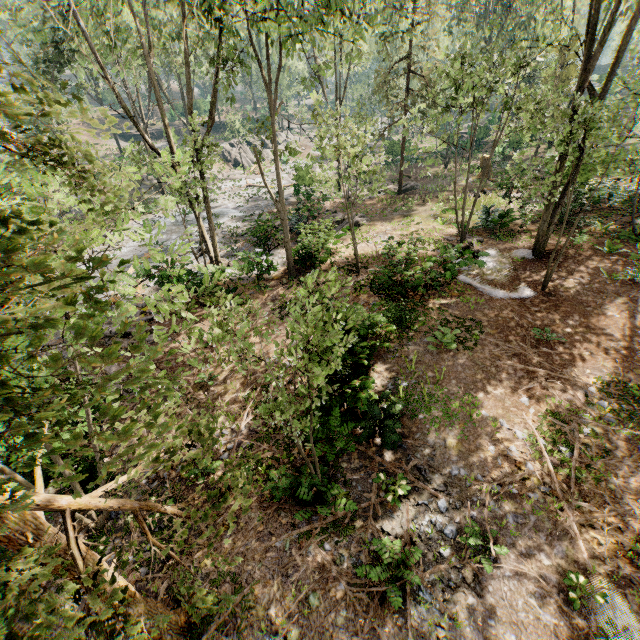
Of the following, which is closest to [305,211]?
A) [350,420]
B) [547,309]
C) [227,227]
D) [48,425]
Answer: [227,227]

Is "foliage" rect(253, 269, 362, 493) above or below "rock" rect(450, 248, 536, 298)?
above

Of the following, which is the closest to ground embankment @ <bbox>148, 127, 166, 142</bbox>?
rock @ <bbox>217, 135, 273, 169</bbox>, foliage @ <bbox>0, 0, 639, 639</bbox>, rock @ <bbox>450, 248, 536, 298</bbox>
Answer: rock @ <bbox>217, 135, 273, 169</bbox>

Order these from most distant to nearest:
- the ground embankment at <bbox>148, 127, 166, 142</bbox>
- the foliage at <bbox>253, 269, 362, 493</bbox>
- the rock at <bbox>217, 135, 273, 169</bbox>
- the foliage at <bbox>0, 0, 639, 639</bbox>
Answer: the ground embankment at <bbox>148, 127, 166, 142</bbox>, the rock at <bbox>217, 135, 273, 169</bbox>, the foliage at <bbox>253, 269, 362, 493</bbox>, the foliage at <bbox>0, 0, 639, 639</bbox>

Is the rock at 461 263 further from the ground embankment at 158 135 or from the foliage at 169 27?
the ground embankment at 158 135

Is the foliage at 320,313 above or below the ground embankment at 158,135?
above

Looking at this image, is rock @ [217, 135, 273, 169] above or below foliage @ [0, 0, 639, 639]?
below

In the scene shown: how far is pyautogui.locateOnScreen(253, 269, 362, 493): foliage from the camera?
4.45m
